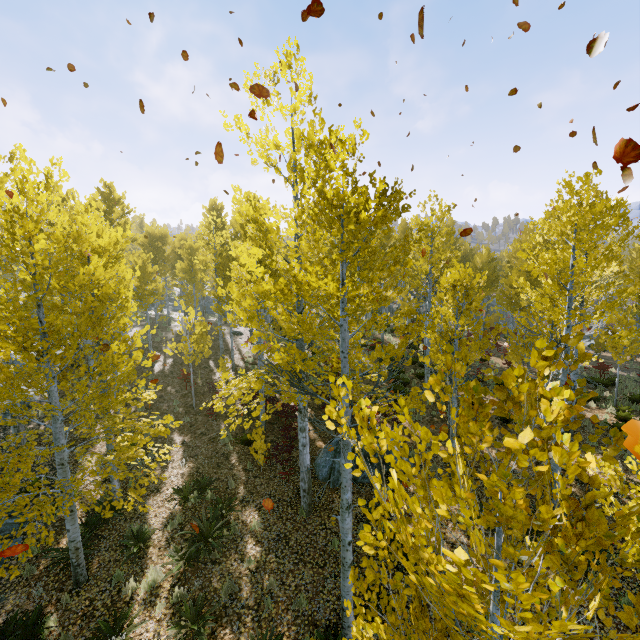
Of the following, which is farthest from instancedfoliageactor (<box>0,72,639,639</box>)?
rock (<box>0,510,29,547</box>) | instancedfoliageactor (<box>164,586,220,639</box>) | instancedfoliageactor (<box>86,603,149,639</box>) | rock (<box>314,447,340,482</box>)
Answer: instancedfoliageactor (<box>164,586,220,639</box>)

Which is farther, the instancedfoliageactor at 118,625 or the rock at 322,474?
the rock at 322,474

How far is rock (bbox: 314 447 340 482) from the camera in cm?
1067

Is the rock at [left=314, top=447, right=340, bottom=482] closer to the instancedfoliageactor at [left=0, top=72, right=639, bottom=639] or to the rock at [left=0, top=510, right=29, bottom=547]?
the instancedfoliageactor at [left=0, top=72, right=639, bottom=639]

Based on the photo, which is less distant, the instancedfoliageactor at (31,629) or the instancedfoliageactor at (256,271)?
the instancedfoliageactor at (256,271)

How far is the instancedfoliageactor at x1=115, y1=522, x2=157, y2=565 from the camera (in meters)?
8.06

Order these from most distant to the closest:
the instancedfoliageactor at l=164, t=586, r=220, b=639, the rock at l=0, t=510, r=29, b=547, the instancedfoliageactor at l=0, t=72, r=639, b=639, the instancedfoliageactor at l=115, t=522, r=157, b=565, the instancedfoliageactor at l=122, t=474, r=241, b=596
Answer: the rock at l=0, t=510, r=29, b=547 < the instancedfoliageactor at l=115, t=522, r=157, b=565 < the instancedfoliageactor at l=122, t=474, r=241, b=596 < the instancedfoliageactor at l=164, t=586, r=220, b=639 < the instancedfoliageactor at l=0, t=72, r=639, b=639

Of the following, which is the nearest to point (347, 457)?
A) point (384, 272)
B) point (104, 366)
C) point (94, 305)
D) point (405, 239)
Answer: point (104, 366)
